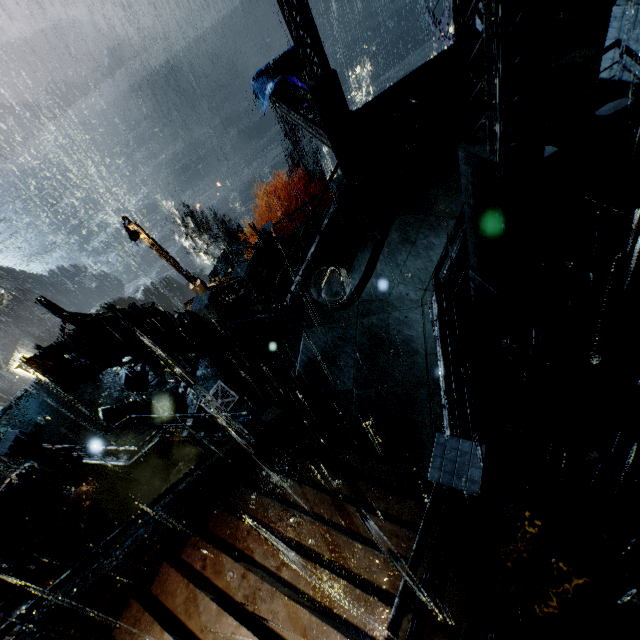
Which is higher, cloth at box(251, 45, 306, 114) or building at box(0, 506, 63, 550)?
cloth at box(251, 45, 306, 114)

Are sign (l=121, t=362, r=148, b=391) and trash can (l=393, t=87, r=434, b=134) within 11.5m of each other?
no

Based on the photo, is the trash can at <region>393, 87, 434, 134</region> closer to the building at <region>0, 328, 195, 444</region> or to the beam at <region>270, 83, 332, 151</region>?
the building at <region>0, 328, 195, 444</region>

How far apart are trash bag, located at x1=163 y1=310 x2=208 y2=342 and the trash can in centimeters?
1043cm

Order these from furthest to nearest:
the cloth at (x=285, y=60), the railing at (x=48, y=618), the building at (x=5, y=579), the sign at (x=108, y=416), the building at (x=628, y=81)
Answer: the cloth at (x=285, y=60), the building at (x=5, y=579), the sign at (x=108, y=416), the building at (x=628, y=81), the railing at (x=48, y=618)

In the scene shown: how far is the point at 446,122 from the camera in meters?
11.6

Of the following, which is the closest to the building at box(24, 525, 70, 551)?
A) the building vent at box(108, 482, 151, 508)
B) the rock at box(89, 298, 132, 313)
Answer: the building vent at box(108, 482, 151, 508)

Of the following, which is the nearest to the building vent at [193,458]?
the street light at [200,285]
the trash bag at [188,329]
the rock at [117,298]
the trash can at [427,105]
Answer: the trash bag at [188,329]
